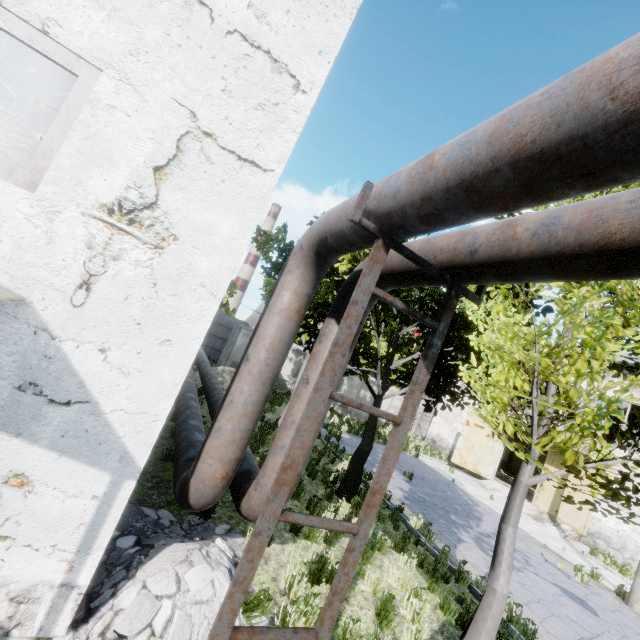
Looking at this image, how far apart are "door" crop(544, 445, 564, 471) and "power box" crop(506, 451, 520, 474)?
13.9m

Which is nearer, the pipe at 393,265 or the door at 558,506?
the pipe at 393,265

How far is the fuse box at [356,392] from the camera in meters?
25.2 m

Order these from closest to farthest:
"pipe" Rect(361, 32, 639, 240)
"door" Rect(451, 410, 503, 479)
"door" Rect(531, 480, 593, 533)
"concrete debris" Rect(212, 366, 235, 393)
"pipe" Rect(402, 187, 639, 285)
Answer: "pipe" Rect(361, 32, 639, 240) < "pipe" Rect(402, 187, 639, 285) < "concrete debris" Rect(212, 366, 235, 393) < "door" Rect(531, 480, 593, 533) < "door" Rect(451, 410, 503, 479)

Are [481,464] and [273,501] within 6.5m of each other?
no

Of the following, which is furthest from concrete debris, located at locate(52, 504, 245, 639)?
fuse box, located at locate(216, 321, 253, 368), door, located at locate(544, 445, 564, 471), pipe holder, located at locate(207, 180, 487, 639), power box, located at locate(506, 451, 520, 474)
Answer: power box, located at locate(506, 451, 520, 474)

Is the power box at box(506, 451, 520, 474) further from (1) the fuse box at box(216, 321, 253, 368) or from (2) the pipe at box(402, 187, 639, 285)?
(2) the pipe at box(402, 187, 639, 285)

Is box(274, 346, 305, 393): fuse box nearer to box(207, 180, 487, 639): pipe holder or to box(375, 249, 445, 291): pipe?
box(375, 249, 445, 291): pipe
